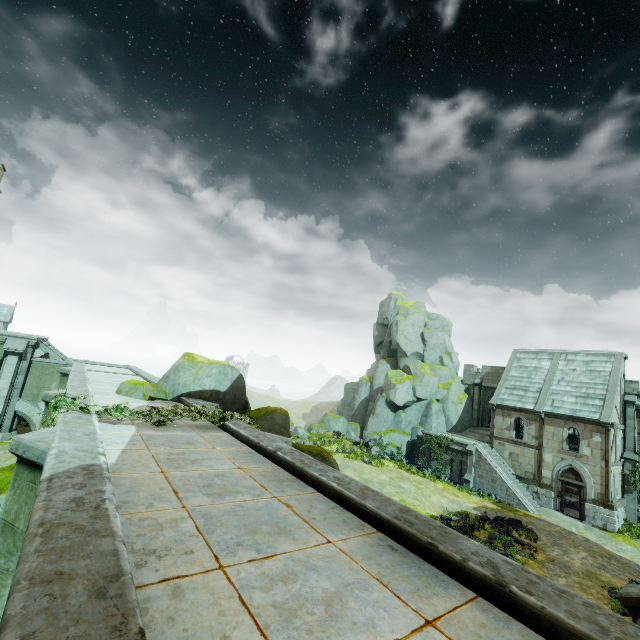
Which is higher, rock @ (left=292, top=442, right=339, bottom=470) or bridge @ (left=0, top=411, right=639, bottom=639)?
bridge @ (left=0, top=411, right=639, bottom=639)

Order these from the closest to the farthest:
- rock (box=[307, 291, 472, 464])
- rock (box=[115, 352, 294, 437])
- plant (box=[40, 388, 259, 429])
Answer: plant (box=[40, 388, 259, 429]) → rock (box=[115, 352, 294, 437]) → rock (box=[307, 291, 472, 464])

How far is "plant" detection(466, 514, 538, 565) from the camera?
17.0m

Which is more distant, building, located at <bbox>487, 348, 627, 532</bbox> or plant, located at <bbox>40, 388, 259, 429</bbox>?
building, located at <bbox>487, 348, 627, 532</bbox>

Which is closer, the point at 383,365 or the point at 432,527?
the point at 432,527

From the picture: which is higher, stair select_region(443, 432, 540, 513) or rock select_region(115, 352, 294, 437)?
rock select_region(115, 352, 294, 437)

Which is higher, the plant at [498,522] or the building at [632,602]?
the building at [632,602]

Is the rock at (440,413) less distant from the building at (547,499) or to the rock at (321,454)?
the building at (547,499)
